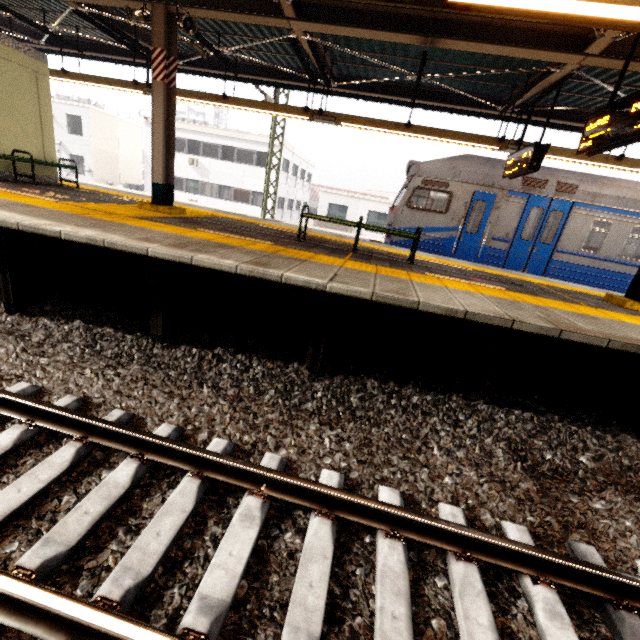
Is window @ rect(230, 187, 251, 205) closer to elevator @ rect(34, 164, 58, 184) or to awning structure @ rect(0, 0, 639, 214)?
awning structure @ rect(0, 0, 639, 214)

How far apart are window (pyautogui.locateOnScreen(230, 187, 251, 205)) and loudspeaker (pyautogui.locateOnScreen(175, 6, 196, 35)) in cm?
2122

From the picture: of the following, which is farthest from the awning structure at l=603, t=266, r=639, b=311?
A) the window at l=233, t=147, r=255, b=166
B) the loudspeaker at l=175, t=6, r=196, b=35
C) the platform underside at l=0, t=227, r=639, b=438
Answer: the window at l=233, t=147, r=255, b=166

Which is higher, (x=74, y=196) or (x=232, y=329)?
(x=74, y=196)

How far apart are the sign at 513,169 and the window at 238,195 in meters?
22.3 m

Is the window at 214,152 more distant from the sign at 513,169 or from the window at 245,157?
the sign at 513,169

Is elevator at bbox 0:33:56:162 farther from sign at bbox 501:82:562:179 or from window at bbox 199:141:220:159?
window at bbox 199:141:220:159

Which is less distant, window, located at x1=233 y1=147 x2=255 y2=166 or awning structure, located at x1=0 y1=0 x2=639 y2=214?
awning structure, located at x1=0 y1=0 x2=639 y2=214
